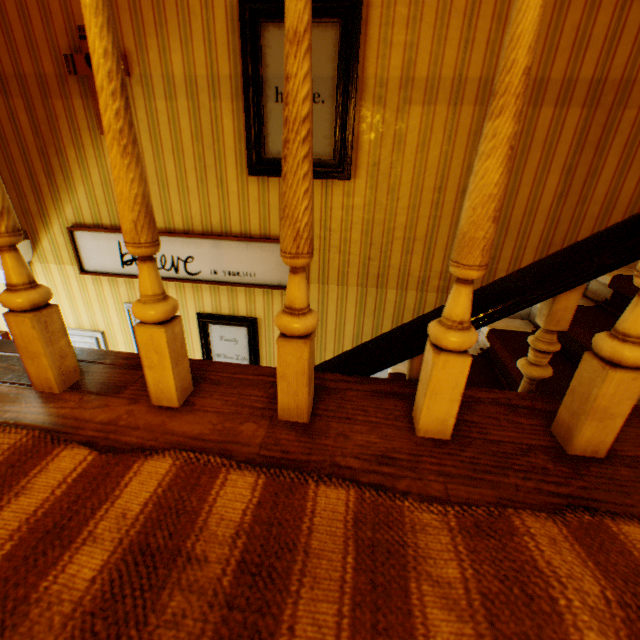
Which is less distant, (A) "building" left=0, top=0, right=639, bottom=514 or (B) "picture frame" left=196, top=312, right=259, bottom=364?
(A) "building" left=0, top=0, right=639, bottom=514

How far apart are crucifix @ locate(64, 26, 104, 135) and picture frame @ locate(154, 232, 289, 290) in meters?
0.7

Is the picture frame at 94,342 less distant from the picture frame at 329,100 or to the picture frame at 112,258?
the picture frame at 112,258

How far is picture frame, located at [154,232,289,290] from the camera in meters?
2.6 m

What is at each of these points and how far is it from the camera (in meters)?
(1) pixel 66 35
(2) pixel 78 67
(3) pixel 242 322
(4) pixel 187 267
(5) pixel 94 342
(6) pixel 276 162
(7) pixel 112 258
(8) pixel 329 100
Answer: (1) building, 2.17
(2) crucifix, 2.21
(3) picture frame, 2.88
(4) picture frame, 2.74
(5) picture frame, 3.21
(6) picture frame, 2.30
(7) picture frame, 2.80
(8) picture frame, 2.12

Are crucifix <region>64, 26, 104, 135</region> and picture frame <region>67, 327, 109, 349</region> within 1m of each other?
no

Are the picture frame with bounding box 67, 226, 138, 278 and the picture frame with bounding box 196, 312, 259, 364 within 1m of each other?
yes

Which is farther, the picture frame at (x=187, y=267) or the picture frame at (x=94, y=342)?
the picture frame at (x=94, y=342)
